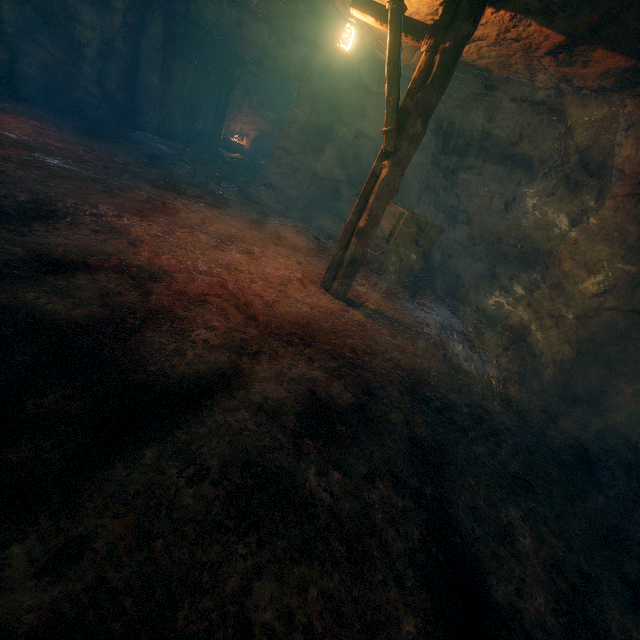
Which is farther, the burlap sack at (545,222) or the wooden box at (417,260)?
the wooden box at (417,260)

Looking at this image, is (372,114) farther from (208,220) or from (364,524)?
(364,524)

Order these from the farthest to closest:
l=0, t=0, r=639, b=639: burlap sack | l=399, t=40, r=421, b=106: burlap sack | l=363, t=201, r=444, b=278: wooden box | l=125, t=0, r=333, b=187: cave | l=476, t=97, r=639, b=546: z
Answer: l=125, t=0, r=333, b=187: cave → l=363, t=201, r=444, b=278: wooden box → l=399, t=40, r=421, b=106: burlap sack → l=476, t=97, r=639, b=546: z → l=0, t=0, r=639, b=639: burlap sack

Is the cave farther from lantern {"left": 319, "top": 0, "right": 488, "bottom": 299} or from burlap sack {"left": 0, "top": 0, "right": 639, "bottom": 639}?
lantern {"left": 319, "top": 0, "right": 488, "bottom": 299}

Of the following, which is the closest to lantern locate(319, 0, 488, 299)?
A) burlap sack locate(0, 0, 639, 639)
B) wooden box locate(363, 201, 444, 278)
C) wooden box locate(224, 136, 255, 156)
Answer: burlap sack locate(0, 0, 639, 639)

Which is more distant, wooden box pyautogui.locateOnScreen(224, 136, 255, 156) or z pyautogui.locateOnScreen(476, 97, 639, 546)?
wooden box pyautogui.locateOnScreen(224, 136, 255, 156)

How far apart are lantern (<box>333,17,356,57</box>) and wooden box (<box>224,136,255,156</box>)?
18.2 meters

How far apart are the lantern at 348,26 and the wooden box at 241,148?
18.2 meters
